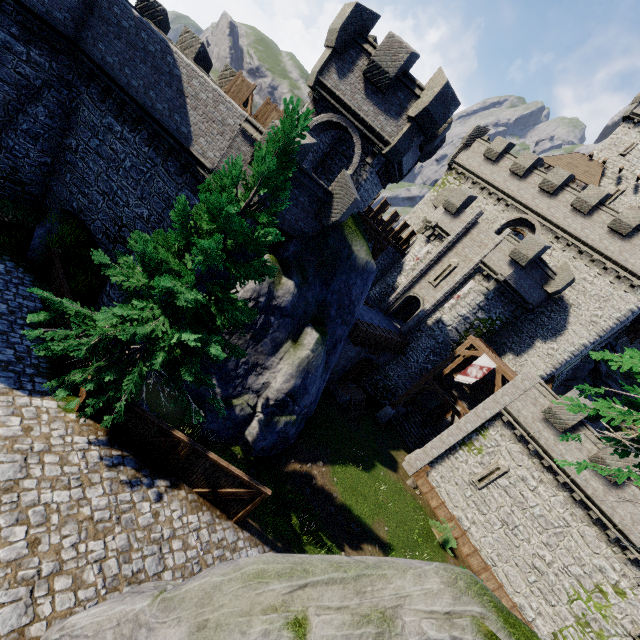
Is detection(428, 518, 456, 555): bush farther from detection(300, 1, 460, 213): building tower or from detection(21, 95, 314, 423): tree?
detection(300, 1, 460, 213): building tower

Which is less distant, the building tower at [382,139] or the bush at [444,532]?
the building tower at [382,139]

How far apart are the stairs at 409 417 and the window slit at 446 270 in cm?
1061

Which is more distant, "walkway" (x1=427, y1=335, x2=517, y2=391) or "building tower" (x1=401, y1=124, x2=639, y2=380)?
"building tower" (x1=401, y1=124, x2=639, y2=380)

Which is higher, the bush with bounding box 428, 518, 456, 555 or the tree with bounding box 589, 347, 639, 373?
the tree with bounding box 589, 347, 639, 373

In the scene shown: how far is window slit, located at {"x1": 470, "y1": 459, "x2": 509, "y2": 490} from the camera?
20.0 meters

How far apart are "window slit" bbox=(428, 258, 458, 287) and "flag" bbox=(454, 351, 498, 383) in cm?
668

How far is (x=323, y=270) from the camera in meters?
15.6 m
